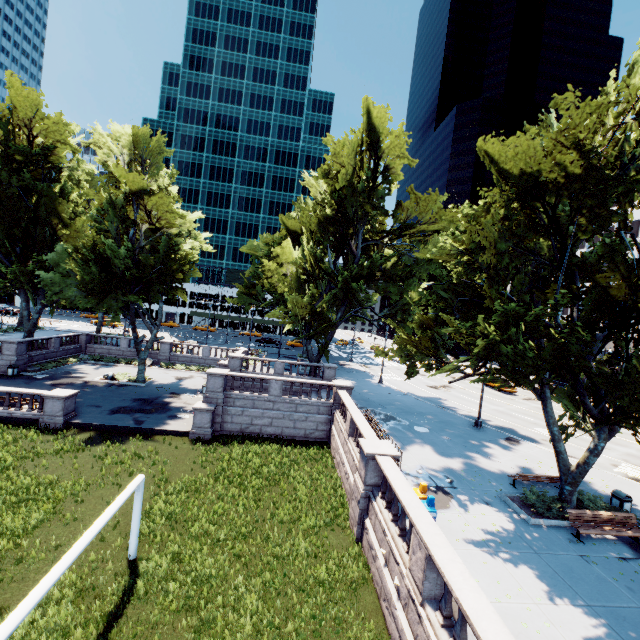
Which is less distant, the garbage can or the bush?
the bush

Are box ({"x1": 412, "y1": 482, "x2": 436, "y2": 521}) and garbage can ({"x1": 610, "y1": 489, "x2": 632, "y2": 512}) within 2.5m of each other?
no

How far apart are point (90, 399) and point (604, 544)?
32.2m

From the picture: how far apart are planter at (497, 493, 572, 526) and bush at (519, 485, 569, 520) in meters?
0.2 m

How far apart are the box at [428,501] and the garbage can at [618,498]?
9.6m

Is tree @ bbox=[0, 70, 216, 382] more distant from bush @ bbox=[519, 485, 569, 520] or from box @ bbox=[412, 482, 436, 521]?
box @ bbox=[412, 482, 436, 521]

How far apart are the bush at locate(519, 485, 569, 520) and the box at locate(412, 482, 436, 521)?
5.2m

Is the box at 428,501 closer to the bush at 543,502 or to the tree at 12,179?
the tree at 12,179
